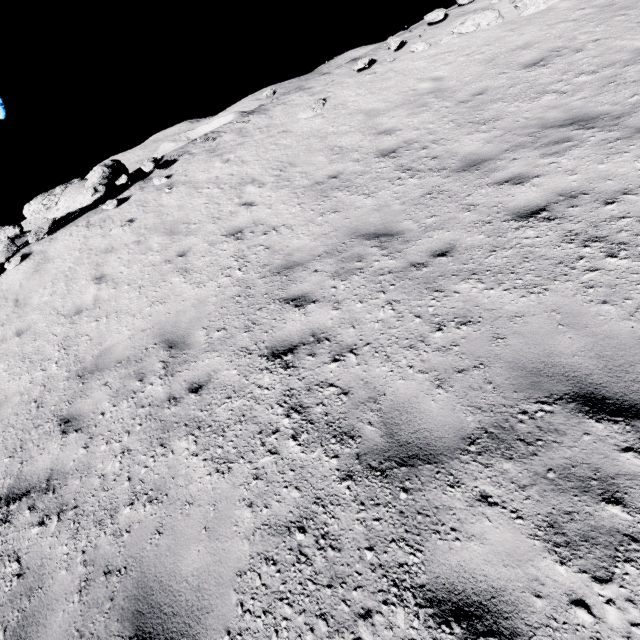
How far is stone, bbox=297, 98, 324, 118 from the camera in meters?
10.7 m

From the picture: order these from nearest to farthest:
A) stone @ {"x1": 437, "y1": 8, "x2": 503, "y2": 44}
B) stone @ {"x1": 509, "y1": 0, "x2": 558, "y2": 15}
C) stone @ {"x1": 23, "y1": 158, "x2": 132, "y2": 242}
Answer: stone @ {"x1": 509, "y1": 0, "x2": 558, "y2": 15}, stone @ {"x1": 437, "y1": 8, "x2": 503, "y2": 44}, stone @ {"x1": 23, "y1": 158, "x2": 132, "y2": 242}

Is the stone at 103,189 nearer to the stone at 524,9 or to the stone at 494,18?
the stone at 494,18

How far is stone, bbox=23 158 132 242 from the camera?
10.7m

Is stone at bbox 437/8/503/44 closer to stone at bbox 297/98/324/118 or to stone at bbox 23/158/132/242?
stone at bbox 297/98/324/118

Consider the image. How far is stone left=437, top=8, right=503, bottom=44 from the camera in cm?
973

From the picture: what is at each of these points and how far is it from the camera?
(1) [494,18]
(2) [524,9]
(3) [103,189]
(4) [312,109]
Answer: (1) stone, 9.73m
(2) stone, 9.37m
(3) stone, 10.81m
(4) stone, 10.72m

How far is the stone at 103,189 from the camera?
10.7m
